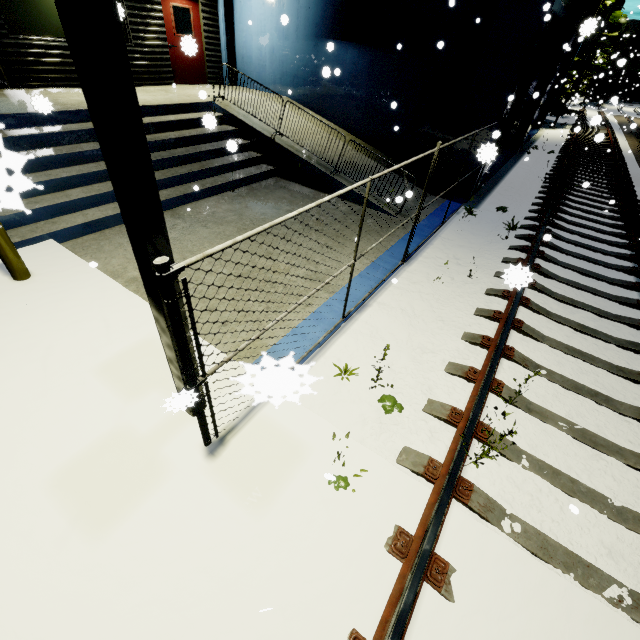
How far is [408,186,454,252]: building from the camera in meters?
7.3

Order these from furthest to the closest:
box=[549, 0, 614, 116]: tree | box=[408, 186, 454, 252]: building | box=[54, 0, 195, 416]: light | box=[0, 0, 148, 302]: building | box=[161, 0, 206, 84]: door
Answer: box=[549, 0, 614, 116]: tree, box=[161, 0, 206, 84]: door, box=[408, 186, 454, 252]: building, box=[0, 0, 148, 302]: building, box=[54, 0, 195, 416]: light

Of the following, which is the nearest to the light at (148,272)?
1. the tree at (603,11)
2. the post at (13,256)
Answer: the post at (13,256)

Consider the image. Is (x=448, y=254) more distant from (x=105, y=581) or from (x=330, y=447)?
(x=105, y=581)

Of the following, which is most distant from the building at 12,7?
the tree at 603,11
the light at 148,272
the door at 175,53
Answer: the light at 148,272

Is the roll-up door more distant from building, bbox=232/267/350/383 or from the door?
the door

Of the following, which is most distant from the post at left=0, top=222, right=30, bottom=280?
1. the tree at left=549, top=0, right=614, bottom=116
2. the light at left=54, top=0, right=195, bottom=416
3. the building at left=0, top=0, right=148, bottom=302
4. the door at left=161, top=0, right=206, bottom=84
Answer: the tree at left=549, top=0, right=614, bottom=116
